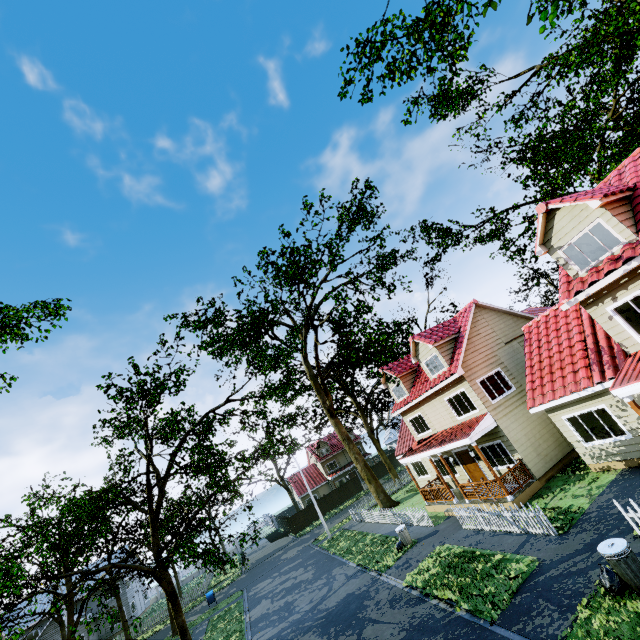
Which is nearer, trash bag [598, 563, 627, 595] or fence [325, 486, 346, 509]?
trash bag [598, 563, 627, 595]

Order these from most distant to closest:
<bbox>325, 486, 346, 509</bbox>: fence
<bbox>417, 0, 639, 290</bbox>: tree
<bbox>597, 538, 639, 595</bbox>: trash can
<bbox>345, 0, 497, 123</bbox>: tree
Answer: <bbox>325, 486, 346, 509</bbox>: fence → <bbox>417, 0, 639, 290</bbox>: tree → <bbox>345, 0, 497, 123</bbox>: tree → <bbox>597, 538, 639, 595</bbox>: trash can

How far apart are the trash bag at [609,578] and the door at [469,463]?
10.71m

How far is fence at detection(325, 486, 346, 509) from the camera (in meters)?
45.56

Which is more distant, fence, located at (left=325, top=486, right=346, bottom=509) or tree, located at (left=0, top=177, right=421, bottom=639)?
fence, located at (left=325, top=486, right=346, bottom=509)

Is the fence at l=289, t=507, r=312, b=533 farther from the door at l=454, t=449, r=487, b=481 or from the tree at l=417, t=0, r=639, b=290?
the door at l=454, t=449, r=487, b=481

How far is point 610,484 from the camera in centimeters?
1209cm

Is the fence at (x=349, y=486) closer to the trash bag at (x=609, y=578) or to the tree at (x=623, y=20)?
the tree at (x=623, y=20)
